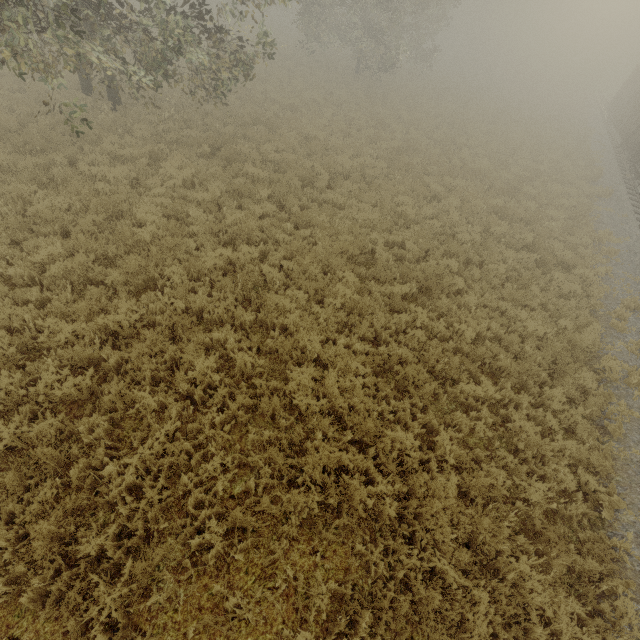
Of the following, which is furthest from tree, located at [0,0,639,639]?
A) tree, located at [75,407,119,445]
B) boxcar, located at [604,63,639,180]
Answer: boxcar, located at [604,63,639,180]

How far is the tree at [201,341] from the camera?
4.5m

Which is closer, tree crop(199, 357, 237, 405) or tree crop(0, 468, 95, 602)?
tree crop(0, 468, 95, 602)

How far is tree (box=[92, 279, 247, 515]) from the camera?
4.54m

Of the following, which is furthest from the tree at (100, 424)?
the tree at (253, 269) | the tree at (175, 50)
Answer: the tree at (175, 50)

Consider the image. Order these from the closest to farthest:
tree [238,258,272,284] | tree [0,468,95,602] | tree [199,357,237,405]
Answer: tree [0,468,95,602], tree [199,357,237,405], tree [238,258,272,284]

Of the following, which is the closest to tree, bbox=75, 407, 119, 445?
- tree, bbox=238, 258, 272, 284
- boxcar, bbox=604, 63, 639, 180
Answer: tree, bbox=238, 258, 272, 284

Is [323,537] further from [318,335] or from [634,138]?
[634,138]
